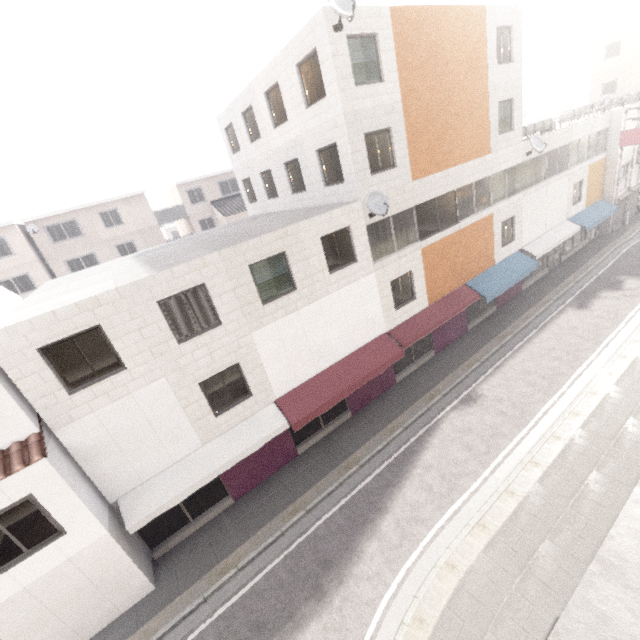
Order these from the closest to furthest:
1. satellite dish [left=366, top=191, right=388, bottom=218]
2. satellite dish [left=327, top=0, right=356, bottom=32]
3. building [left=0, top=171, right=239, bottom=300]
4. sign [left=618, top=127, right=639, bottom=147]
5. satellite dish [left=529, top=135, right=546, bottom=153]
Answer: satellite dish [left=327, top=0, right=356, bottom=32], satellite dish [left=366, top=191, right=388, bottom=218], satellite dish [left=529, top=135, right=546, bottom=153], sign [left=618, top=127, right=639, bottom=147], building [left=0, top=171, right=239, bottom=300]

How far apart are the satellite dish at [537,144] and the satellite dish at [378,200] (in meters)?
11.19

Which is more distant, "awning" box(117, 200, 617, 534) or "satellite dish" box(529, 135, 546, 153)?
"satellite dish" box(529, 135, 546, 153)

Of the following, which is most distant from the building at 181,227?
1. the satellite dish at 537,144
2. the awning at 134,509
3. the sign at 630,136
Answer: the sign at 630,136

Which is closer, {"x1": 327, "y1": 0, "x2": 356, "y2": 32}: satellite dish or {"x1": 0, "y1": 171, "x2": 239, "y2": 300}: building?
{"x1": 327, "y1": 0, "x2": 356, "y2": 32}: satellite dish

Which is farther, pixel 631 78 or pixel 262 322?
pixel 631 78

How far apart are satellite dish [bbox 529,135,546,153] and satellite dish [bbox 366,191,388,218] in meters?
11.2

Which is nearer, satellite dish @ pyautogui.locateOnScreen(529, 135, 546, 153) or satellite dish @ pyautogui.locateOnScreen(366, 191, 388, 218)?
satellite dish @ pyautogui.locateOnScreen(366, 191, 388, 218)
